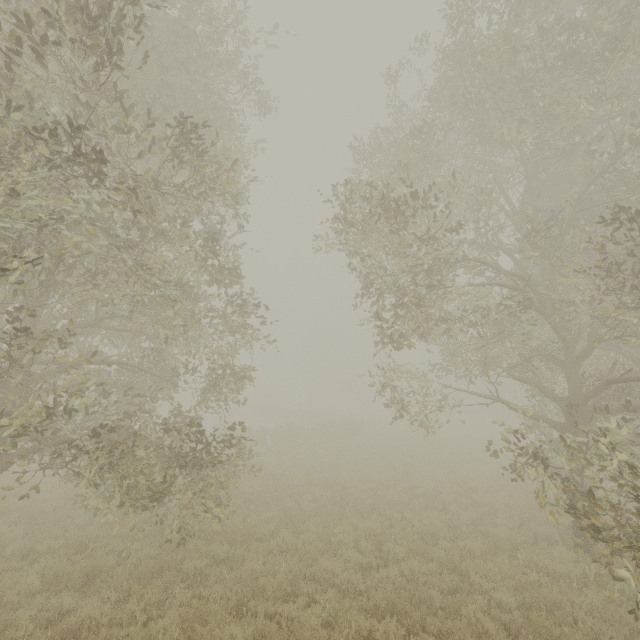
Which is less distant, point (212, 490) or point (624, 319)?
point (624, 319)

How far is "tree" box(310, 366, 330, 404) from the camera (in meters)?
57.42

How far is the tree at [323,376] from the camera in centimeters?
5742cm
